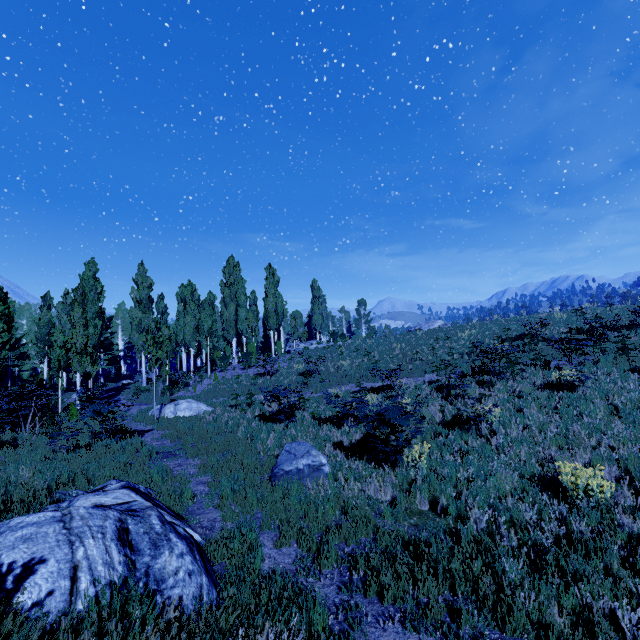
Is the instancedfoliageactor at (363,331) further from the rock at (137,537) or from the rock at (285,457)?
the rock at (285,457)

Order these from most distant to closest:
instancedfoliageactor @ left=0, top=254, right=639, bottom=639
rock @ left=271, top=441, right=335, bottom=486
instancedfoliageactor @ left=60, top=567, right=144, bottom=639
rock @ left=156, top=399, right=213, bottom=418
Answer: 1. rock @ left=156, top=399, right=213, bottom=418
2. rock @ left=271, top=441, right=335, bottom=486
3. instancedfoliageactor @ left=0, top=254, right=639, bottom=639
4. instancedfoliageactor @ left=60, top=567, right=144, bottom=639

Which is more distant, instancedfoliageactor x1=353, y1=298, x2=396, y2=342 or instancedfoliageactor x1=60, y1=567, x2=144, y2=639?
instancedfoliageactor x1=353, y1=298, x2=396, y2=342

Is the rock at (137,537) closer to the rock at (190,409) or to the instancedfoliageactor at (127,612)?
the instancedfoliageactor at (127,612)

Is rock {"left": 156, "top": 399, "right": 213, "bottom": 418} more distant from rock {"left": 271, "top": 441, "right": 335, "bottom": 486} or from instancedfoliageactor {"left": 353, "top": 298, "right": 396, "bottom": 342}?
rock {"left": 271, "top": 441, "right": 335, "bottom": 486}

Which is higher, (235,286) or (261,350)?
(235,286)

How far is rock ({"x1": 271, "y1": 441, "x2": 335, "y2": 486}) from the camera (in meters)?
7.76

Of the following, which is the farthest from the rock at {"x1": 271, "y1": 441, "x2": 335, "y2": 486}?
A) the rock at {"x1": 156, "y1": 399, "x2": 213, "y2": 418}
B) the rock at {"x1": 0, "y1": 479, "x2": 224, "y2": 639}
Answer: the rock at {"x1": 156, "y1": 399, "x2": 213, "y2": 418}
